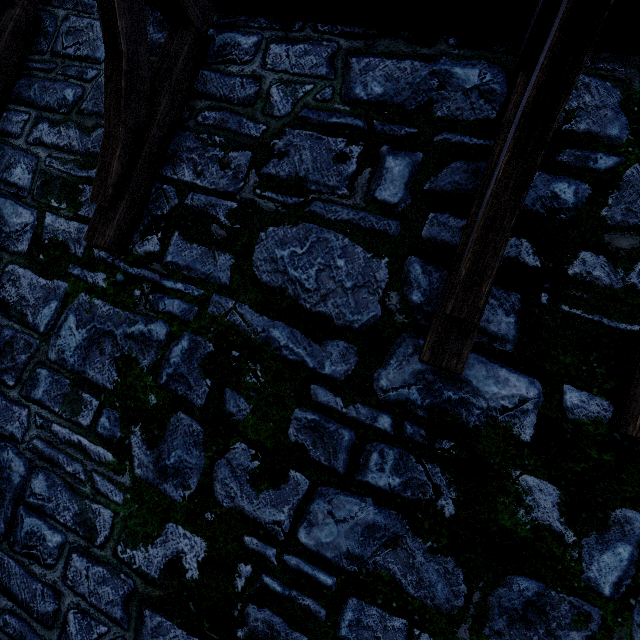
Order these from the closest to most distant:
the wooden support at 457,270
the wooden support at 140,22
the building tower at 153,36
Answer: the wooden support at 457,270
the wooden support at 140,22
the building tower at 153,36

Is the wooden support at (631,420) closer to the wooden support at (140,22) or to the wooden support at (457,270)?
the wooden support at (457,270)

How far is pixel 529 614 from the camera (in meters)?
1.44

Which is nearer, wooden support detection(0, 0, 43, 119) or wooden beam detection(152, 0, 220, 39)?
wooden beam detection(152, 0, 220, 39)

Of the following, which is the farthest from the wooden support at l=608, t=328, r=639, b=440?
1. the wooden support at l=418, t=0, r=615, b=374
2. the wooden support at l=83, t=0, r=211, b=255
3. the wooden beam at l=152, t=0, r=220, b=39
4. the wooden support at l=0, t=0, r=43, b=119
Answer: the wooden support at l=0, t=0, r=43, b=119

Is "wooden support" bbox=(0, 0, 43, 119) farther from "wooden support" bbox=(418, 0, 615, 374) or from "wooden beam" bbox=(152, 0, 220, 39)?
"wooden support" bbox=(418, 0, 615, 374)

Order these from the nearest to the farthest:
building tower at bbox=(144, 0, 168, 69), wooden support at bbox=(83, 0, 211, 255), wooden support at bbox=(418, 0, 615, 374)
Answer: wooden support at bbox=(418, 0, 615, 374) → wooden support at bbox=(83, 0, 211, 255) → building tower at bbox=(144, 0, 168, 69)
